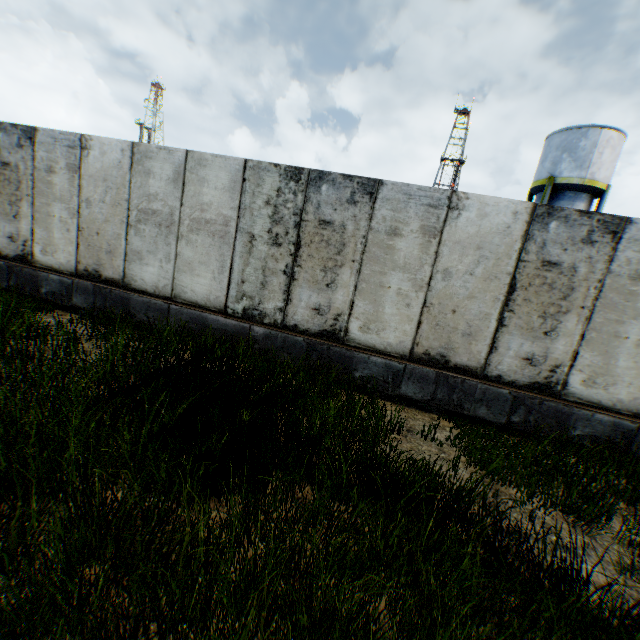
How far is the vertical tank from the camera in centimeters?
1872cm

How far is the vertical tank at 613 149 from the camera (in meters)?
18.72

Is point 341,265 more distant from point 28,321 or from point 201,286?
point 28,321
